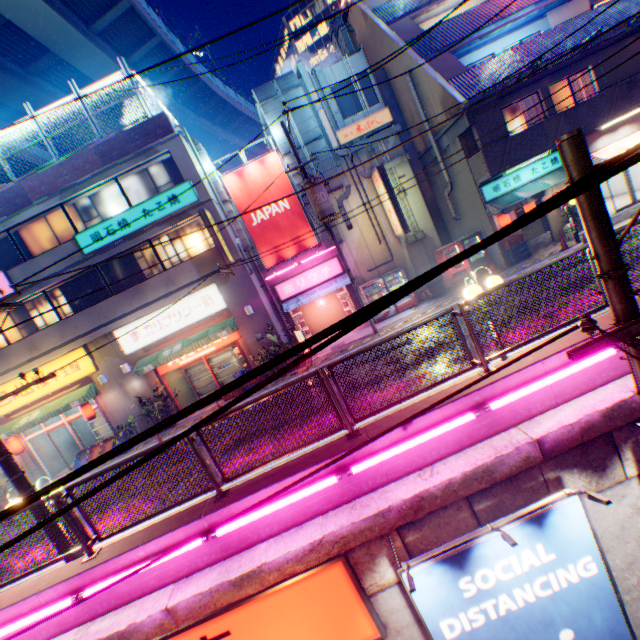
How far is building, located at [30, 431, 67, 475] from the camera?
16.64m

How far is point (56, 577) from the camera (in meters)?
5.43

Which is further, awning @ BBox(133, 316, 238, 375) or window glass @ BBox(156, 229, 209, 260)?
window glass @ BBox(156, 229, 209, 260)

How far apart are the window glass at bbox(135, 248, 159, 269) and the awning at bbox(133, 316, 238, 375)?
3.21m

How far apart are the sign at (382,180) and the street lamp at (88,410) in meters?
17.2

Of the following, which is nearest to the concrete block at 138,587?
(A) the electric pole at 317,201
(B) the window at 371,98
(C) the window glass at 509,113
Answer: (A) the electric pole at 317,201

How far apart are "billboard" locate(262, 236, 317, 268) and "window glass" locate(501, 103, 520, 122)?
9.9m

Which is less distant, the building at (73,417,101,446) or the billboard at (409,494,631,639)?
the billboard at (409,494,631,639)
